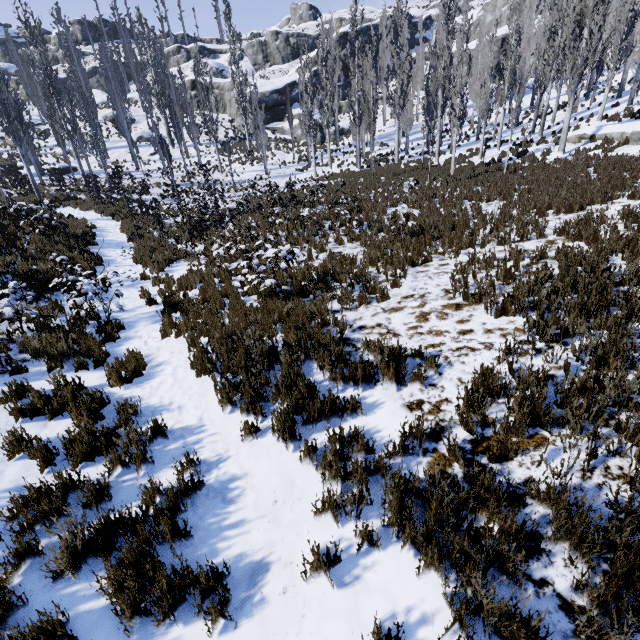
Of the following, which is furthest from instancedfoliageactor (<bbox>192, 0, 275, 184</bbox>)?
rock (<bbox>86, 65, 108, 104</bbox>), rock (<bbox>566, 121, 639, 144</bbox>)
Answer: rock (<bbox>86, 65, 108, 104</bbox>)

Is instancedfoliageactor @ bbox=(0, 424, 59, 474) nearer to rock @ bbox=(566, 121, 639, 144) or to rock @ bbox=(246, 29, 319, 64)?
rock @ bbox=(566, 121, 639, 144)

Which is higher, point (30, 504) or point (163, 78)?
point (163, 78)

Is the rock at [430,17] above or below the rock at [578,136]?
above

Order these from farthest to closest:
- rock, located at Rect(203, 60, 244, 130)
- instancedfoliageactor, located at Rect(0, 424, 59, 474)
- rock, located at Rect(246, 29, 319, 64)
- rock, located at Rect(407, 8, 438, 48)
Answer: rock, located at Rect(246, 29, 319, 64), rock, located at Rect(407, 8, 438, 48), rock, located at Rect(203, 60, 244, 130), instancedfoliageactor, located at Rect(0, 424, 59, 474)

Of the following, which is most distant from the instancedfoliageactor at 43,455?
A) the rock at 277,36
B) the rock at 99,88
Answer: the rock at 277,36

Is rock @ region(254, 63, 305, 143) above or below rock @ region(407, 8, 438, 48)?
below

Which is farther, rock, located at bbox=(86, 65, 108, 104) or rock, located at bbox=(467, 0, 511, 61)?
rock, located at bbox=(86, 65, 108, 104)
